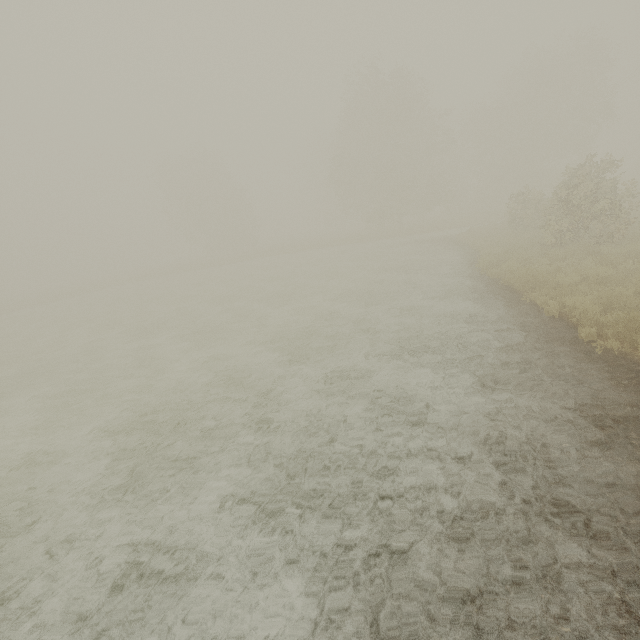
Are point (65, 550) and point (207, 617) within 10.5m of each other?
yes
